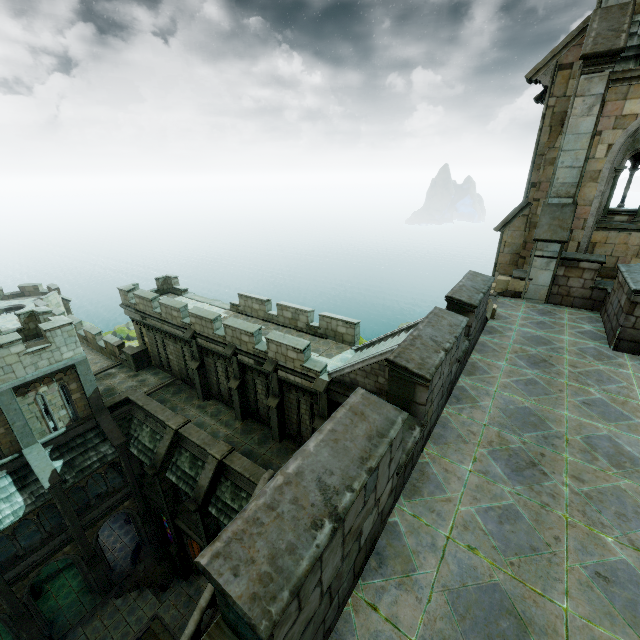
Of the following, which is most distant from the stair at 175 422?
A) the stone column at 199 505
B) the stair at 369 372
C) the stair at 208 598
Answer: the stair at 369 372

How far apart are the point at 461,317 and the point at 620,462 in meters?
3.2 m

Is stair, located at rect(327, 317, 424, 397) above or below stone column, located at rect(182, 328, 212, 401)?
above

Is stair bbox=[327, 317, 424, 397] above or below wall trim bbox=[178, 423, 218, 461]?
above

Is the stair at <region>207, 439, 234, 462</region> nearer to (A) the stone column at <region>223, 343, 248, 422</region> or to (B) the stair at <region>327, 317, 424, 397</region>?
(A) the stone column at <region>223, 343, 248, 422</region>

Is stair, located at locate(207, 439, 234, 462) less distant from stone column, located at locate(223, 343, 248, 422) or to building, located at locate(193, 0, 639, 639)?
stone column, located at locate(223, 343, 248, 422)

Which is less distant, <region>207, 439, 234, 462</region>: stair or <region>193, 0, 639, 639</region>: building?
<region>193, 0, 639, 639</region>: building

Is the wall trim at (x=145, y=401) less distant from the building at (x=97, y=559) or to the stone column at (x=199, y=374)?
the building at (x=97, y=559)
